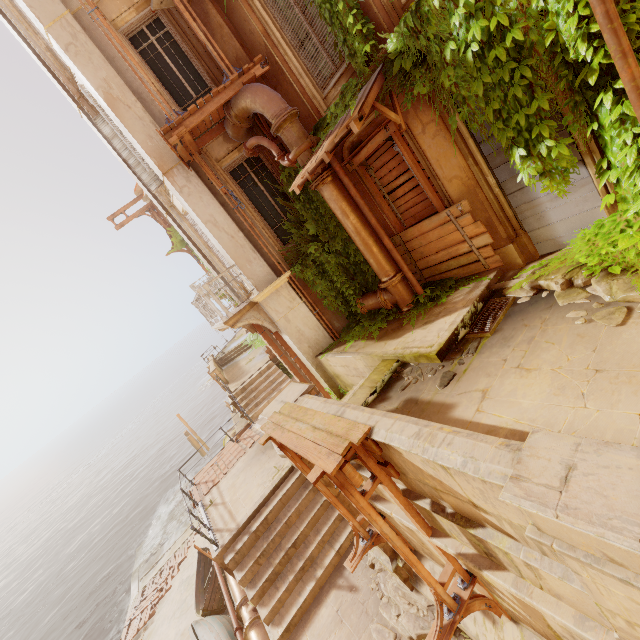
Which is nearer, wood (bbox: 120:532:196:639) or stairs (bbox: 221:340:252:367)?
wood (bbox: 120:532:196:639)

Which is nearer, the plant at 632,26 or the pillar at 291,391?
the plant at 632,26

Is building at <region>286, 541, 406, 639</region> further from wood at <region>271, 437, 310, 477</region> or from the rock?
the rock

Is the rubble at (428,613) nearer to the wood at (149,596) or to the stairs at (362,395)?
the stairs at (362,395)

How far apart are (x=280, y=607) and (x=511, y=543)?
7.3 meters

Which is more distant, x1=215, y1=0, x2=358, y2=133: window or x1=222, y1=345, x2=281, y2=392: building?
x1=222, y1=345, x2=281, y2=392: building

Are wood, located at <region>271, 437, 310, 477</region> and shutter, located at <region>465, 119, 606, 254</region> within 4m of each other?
no

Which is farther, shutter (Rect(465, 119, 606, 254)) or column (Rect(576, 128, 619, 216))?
shutter (Rect(465, 119, 606, 254))
